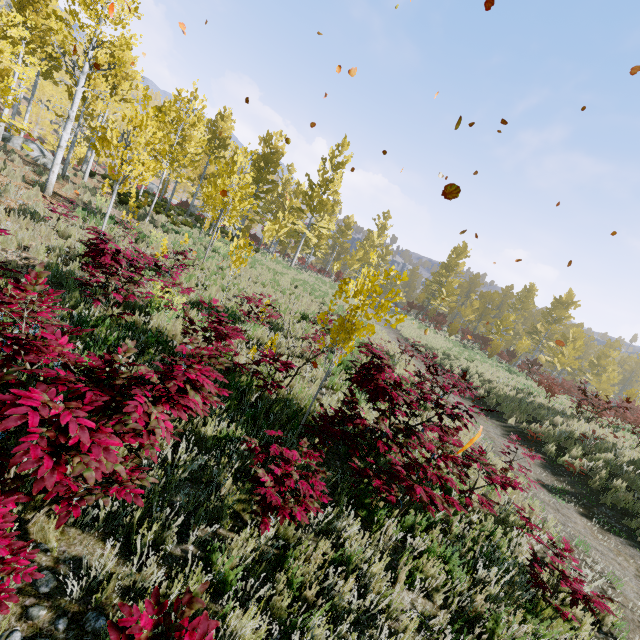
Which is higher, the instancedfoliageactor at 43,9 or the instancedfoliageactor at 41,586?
the instancedfoliageactor at 43,9

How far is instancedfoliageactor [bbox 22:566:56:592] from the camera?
1.9m

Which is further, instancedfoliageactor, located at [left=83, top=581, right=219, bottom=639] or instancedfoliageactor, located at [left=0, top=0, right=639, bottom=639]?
instancedfoliageactor, located at [left=0, top=0, right=639, bottom=639]

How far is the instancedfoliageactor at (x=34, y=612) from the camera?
2.1m

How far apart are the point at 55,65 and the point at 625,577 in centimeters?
3534cm

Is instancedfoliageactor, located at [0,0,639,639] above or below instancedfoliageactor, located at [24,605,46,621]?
above
